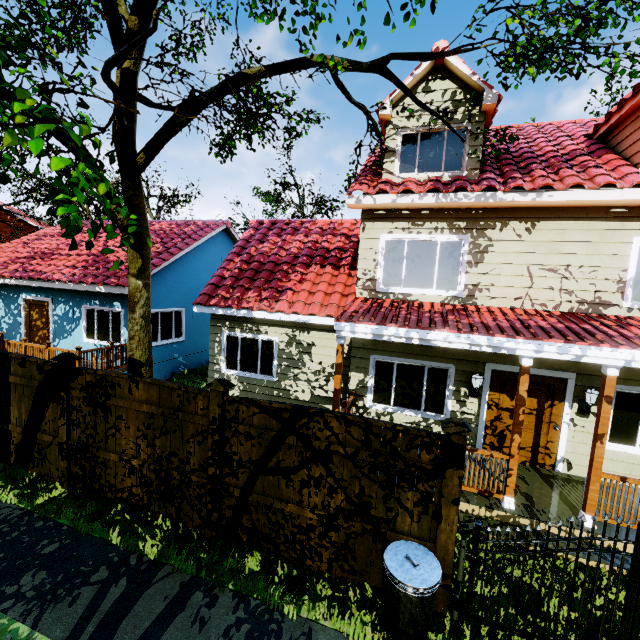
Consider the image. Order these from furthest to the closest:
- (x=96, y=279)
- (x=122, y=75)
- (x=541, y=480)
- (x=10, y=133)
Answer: (x=96, y=279) → (x=541, y=480) → (x=122, y=75) → (x=10, y=133)

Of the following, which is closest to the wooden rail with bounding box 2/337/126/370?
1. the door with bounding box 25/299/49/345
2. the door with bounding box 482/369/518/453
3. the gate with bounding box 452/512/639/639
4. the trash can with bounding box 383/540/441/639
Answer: the door with bounding box 25/299/49/345

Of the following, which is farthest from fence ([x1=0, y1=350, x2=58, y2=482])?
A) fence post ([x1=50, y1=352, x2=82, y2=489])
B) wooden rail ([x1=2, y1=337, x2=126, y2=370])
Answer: wooden rail ([x1=2, y1=337, x2=126, y2=370])

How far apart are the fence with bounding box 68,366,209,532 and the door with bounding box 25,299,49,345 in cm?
899

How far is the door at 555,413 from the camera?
7.00m

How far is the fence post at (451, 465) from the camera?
3.85m

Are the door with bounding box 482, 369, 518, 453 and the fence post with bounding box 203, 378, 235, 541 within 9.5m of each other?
yes

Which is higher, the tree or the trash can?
the tree
